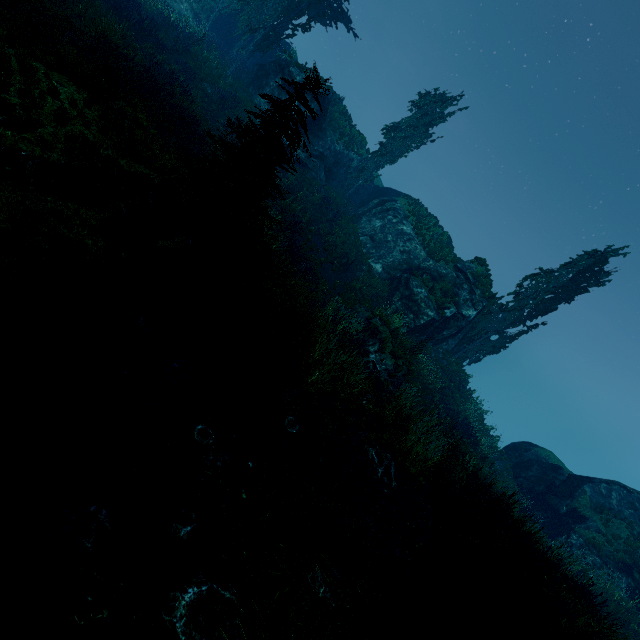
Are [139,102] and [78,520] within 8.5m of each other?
no

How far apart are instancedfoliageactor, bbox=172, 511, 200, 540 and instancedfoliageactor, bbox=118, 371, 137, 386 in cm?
218

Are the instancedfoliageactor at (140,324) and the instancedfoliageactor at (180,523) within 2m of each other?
no

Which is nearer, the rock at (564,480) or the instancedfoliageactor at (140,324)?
the instancedfoliageactor at (140,324)

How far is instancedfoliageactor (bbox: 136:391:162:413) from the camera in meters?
5.0

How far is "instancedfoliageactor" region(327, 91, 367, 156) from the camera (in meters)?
26.14

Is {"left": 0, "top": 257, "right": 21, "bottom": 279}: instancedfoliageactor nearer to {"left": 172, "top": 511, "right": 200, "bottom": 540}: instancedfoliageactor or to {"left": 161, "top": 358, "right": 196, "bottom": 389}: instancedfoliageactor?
{"left": 172, "top": 511, "right": 200, "bottom": 540}: instancedfoliageactor

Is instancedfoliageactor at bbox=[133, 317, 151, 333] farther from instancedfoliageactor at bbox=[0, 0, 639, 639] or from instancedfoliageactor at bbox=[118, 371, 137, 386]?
instancedfoliageactor at bbox=[0, 0, 639, 639]
